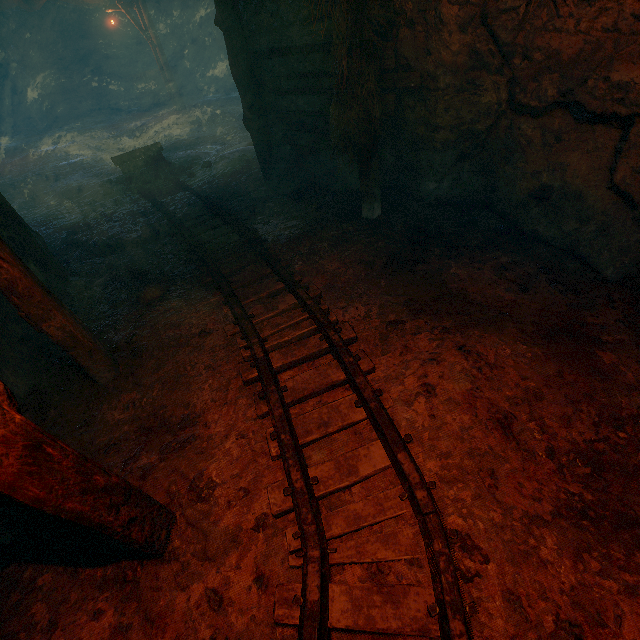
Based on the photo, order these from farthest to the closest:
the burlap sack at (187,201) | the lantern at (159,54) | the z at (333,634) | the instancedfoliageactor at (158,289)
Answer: the lantern at (159,54) < the burlap sack at (187,201) < the instancedfoliageactor at (158,289) < the z at (333,634)

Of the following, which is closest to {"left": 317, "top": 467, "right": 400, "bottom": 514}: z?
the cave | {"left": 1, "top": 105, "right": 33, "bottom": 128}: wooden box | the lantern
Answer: the lantern

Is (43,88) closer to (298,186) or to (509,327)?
(298,186)

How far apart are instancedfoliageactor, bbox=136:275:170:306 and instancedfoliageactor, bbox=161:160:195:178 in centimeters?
526cm

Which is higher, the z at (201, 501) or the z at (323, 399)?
the z at (323, 399)

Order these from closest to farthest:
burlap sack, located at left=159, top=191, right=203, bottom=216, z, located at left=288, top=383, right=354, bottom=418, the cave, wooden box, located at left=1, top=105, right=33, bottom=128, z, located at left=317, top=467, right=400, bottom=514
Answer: z, located at left=317, top=467, right=400, bottom=514 < z, located at left=288, top=383, right=354, bottom=418 < burlap sack, located at left=159, top=191, right=203, bottom=216 < the cave < wooden box, located at left=1, top=105, right=33, bottom=128

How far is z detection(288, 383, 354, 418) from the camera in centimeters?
275cm

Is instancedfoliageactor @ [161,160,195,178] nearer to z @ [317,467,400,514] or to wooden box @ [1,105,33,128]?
z @ [317,467,400,514]
